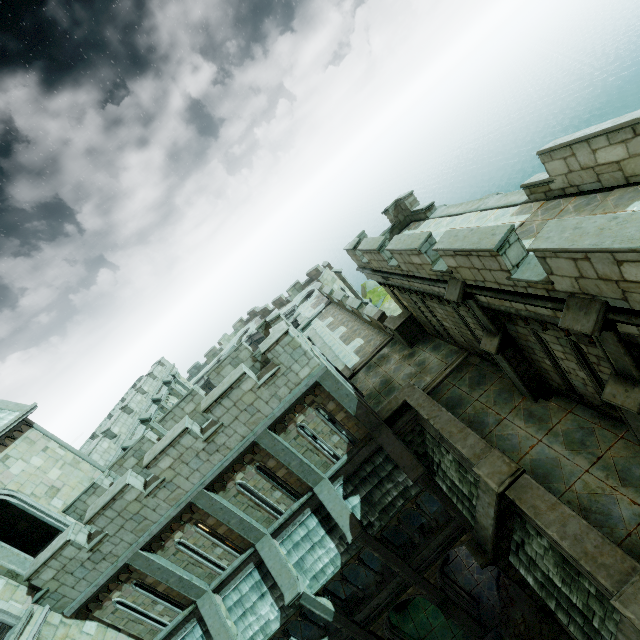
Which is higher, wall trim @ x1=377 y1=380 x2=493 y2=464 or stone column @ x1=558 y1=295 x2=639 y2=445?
stone column @ x1=558 y1=295 x2=639 y2=445

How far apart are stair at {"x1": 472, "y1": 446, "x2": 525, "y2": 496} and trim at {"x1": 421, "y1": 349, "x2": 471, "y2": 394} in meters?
4.3

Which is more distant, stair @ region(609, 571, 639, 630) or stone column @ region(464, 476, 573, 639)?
stone column @ region(464, 476, 573, 639)

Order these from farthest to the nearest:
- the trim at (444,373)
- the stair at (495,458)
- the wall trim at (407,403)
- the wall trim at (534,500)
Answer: the trim at (444,373) → the wall trim at (407,403) → the stair at (495,458) → the wall trim at (534,500)

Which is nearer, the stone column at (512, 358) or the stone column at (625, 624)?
the stone column at (625, 624)

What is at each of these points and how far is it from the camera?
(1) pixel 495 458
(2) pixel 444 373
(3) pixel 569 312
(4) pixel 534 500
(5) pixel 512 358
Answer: (1) stair, 8.7m
(2) trim, 13.4m
(3) stone column, 5.6m
(4) wall trim, 7.5m
(5) stone column, 9.4m

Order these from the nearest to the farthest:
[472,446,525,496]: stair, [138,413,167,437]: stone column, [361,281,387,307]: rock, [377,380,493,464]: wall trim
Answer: [472,446,525,496]: stair → [377,380,493,464]: wall trim → [138,413,167,437]: stone column → [361,281,387,307]: rock

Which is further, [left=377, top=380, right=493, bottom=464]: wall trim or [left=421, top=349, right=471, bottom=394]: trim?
[left=421, top=349, right=471, bottom=394]: trim
